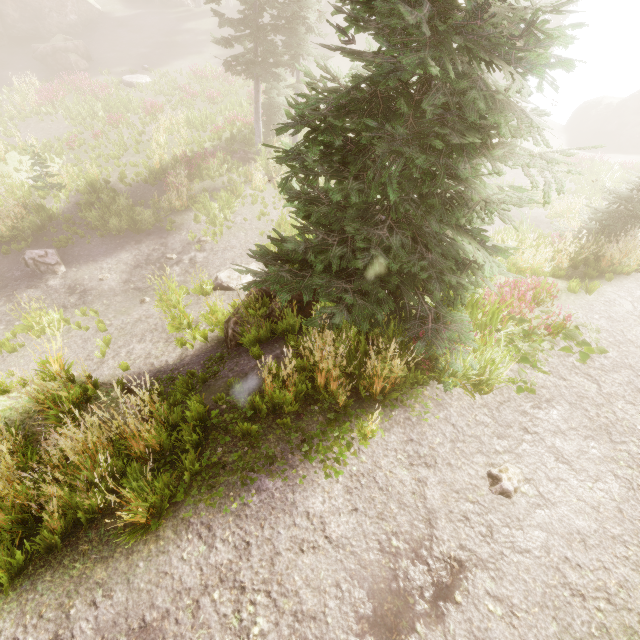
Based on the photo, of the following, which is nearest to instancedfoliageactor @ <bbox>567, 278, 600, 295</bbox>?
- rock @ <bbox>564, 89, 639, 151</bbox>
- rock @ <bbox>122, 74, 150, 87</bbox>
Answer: rock @ <bbox>564, 89, 639, 151</bbox>

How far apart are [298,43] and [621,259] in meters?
15.8

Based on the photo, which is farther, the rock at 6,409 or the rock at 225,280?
the rock at 225,280

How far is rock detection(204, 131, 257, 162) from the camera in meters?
18.5

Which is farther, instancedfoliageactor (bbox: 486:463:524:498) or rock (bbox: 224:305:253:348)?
rock (bbox: 224:305:253:348)

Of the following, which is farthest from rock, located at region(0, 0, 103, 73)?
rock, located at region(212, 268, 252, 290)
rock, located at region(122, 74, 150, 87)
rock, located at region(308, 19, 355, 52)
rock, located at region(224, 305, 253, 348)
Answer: rock, located at region(224, 305, 253, 348)

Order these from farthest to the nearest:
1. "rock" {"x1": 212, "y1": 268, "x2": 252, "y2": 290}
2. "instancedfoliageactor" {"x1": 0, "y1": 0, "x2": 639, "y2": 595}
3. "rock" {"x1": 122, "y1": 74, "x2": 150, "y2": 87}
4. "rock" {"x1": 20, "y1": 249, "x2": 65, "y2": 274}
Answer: "rock" {"x1": 122, "y1": 74, "x2": 150, "y2": 87}
"rock" {"x1": 20, "y1": 249, "x2": 65, "y2": 274}
"rock" {"x1": 212, "y1": 268, "x2": 252, "y2": 290}
"instancedfoliageactor" {"x1": 0, "y1": 0, "x2": 639, "y2": 595}

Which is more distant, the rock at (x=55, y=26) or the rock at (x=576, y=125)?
the rock at (x=576, y=125)
